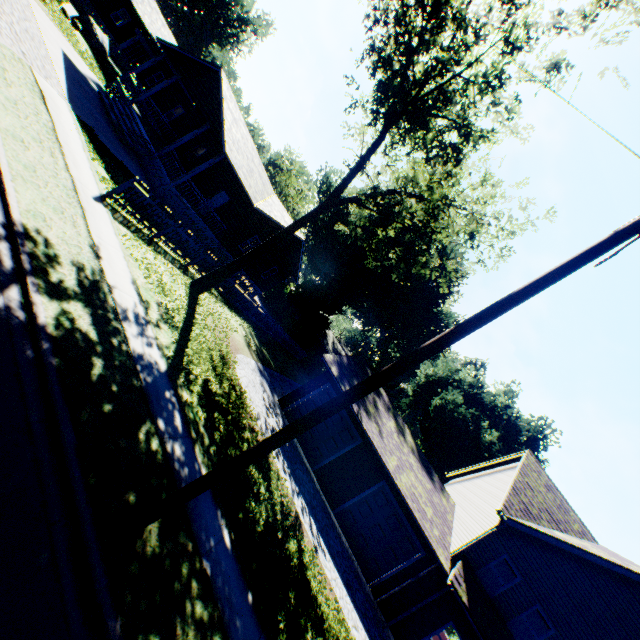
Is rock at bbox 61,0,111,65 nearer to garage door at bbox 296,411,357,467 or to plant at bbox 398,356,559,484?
plant at bbox 398,356,559,484

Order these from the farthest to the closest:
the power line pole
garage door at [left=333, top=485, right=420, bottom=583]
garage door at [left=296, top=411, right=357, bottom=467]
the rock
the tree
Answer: the rock → garage door at [left=296, top=411, right=357, bottom=467] → garage door at [left=333, top=485, right=420, bottom=583] → the tree → the power line pole

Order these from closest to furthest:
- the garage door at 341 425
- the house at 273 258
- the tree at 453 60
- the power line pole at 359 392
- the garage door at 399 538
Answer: the power line pole at 359 392
the tree at 453 60
the garage door at 399 538
the garage door at 341 425
the house at 273 258

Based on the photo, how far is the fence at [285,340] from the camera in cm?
1883

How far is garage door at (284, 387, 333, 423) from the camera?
17.4 meters

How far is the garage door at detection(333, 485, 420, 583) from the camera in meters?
14.8

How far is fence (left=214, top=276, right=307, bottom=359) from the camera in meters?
18.8

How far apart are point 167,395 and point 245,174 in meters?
15.9 m
